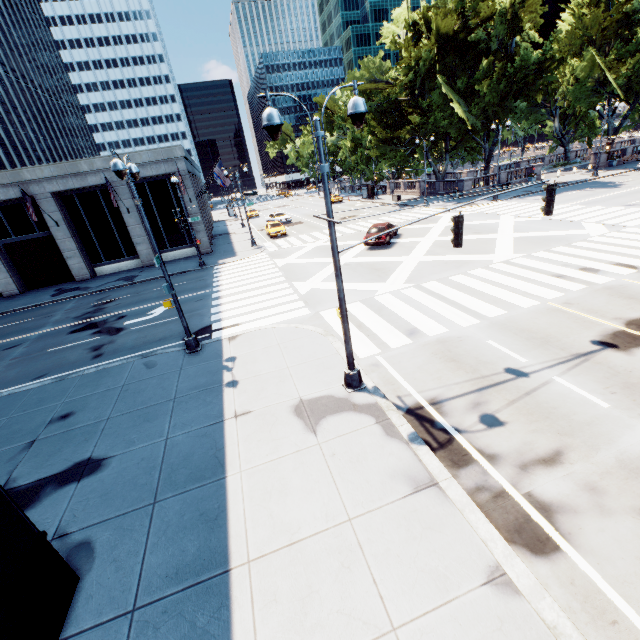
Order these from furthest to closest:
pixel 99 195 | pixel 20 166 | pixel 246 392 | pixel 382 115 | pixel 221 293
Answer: pixel 20 166
pixel 382 115
pixel 99 195
pixel 221 293
pixel 246 392

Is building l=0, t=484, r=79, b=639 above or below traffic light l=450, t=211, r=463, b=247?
below

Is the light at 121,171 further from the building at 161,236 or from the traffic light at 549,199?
the building at 161,236

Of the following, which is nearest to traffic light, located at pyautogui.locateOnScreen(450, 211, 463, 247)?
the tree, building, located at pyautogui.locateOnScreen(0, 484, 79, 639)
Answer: building, located at pyautogui.locateOnScreen(0, 484, 79, 639)

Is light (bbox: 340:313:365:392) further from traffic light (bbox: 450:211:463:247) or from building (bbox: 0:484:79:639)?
building (bbox: 0:484:79:639)

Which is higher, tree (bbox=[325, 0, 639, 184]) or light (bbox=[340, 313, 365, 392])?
tree (bbox=[325, 0, 639, 184])

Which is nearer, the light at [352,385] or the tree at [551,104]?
the light at [352,385]

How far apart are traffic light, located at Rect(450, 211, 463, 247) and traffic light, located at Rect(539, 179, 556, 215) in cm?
278
